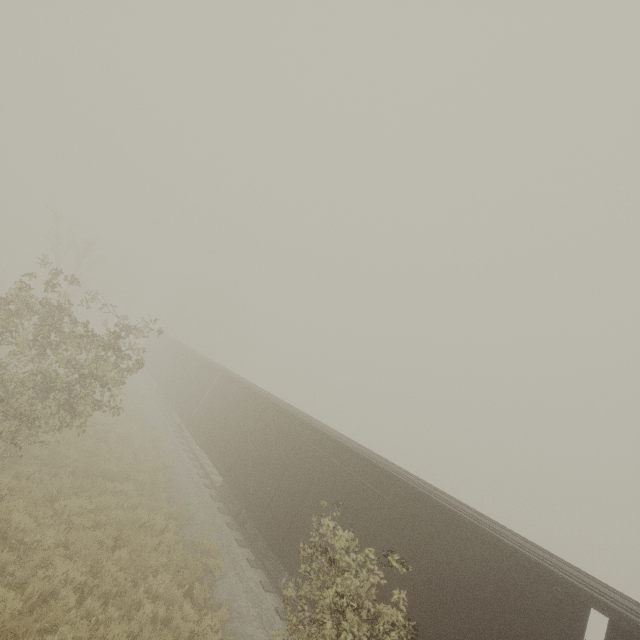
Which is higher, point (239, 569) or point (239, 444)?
point (239, 444)
